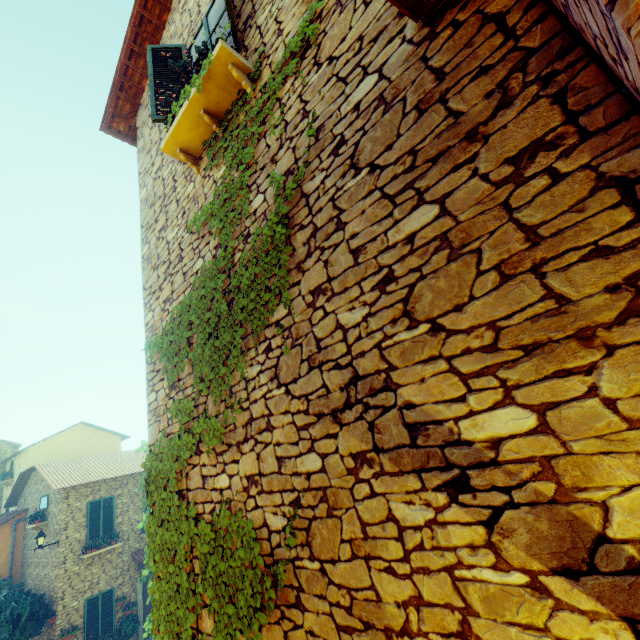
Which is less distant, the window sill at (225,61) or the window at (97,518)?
the window sill at (225,61)

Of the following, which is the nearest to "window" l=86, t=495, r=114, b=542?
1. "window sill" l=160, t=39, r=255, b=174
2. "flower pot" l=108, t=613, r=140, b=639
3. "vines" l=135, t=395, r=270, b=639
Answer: "flower pot" l=108, t=613, r=140, b=639

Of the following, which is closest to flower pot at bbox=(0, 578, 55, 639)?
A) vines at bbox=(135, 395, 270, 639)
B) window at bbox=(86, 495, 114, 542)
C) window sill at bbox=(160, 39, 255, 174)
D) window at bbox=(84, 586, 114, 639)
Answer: window at bbox=(84, 586, 114, 639)

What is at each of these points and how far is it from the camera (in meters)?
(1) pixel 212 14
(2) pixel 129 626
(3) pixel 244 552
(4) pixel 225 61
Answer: (1) window, 4.60
(2) flower pot, 13.97
(3) vines, 2.67
(4) window sill, 3.41

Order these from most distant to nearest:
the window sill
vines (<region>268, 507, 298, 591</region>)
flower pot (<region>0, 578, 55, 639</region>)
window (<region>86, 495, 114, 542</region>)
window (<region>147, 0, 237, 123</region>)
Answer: window (<region>86, 495, 114, 542</region>) → flower pot (<region>0, 578, 55, 639</region>) → window (<region>147, 0, 237, 123</region>) → the window sill → vines (<region>268, 507, 298, 591</region>)

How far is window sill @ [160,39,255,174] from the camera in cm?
344

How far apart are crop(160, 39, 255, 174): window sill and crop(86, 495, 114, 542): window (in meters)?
17.49

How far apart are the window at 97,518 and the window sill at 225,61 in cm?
1749
